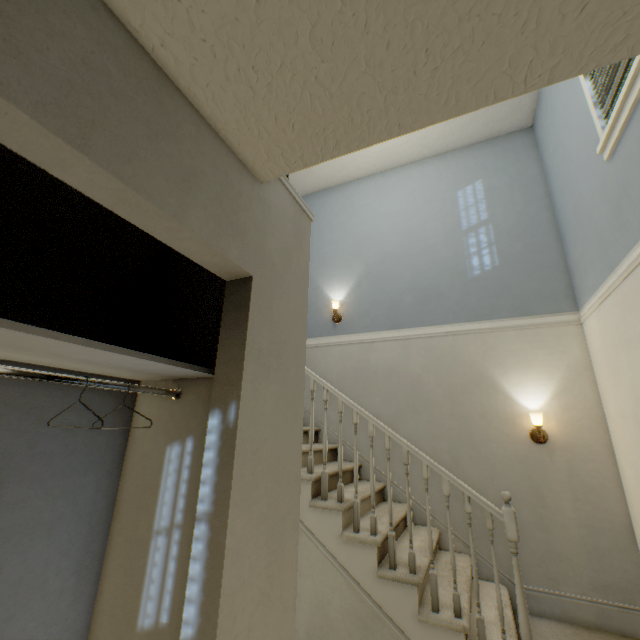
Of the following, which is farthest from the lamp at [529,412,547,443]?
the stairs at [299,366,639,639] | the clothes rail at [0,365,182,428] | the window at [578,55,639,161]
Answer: the clothes rail at [0,365,182,428]

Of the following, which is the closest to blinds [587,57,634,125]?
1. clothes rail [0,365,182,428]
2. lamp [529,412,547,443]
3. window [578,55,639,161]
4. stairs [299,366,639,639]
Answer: window [578,55,639,161]

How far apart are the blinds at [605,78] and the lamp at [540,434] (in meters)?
2.34

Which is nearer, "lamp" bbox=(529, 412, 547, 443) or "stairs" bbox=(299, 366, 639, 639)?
"stairs" bbox=(299, 366, 639, 639)

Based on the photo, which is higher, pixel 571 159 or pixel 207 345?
pixel 571 159

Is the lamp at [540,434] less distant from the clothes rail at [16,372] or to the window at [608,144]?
the window at [608,144]

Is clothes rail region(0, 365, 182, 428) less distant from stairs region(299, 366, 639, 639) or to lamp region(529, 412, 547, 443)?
Result: stairs region(299, 366, 639, 639)

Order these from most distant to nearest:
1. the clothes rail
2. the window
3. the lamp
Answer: the lamp
the window
the clothes rail
